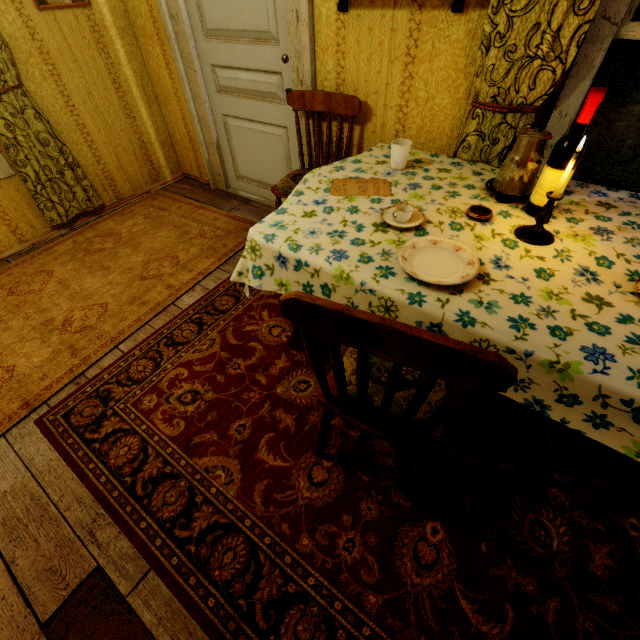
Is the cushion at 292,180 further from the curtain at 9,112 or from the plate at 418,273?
the curtain at 9,112

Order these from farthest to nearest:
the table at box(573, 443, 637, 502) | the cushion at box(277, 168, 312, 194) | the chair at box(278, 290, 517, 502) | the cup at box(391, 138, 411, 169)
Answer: the cushion at box(277, 168, 312, 194) < the cup at box(391, 138, 411, 169) < the table at box(573, 443, 637, 502) < the chair at box(278, 290, 517, 502)

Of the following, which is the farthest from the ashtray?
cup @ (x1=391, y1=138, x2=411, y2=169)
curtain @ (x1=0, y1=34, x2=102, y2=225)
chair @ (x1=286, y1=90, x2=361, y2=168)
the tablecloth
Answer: curtain @ (x1=0, y1=34, x2=102, y2=225)

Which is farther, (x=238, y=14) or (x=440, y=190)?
(x=238, y=14)

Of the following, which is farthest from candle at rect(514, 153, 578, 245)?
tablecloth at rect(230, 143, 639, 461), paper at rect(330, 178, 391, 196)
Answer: paper at rect(330, 178, 391, 196)

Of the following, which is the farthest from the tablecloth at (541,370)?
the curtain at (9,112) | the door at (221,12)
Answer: the curtain at (9,112)

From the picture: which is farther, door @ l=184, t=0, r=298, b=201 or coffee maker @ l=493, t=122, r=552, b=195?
door @ l=184, t=0, r=298, b=201

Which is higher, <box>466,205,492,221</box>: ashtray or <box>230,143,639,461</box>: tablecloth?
<box>466,205,492,221</box>: ashtray
